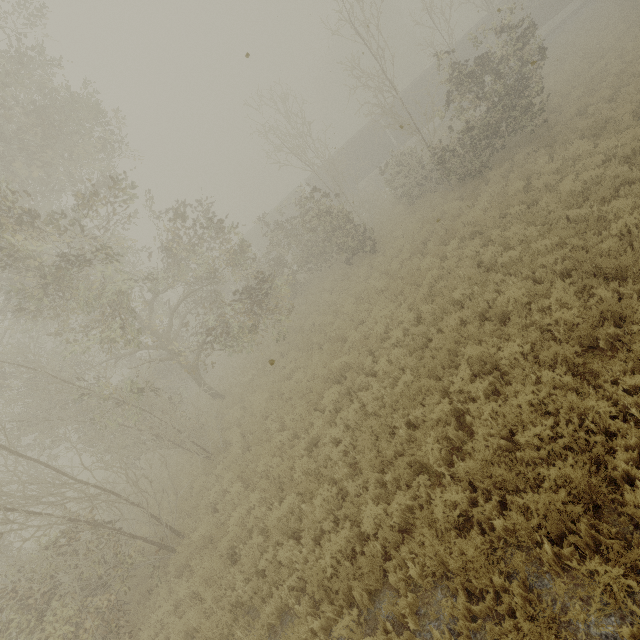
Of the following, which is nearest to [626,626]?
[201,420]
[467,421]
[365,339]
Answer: [467,421]

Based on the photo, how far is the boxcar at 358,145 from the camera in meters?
31.7 m

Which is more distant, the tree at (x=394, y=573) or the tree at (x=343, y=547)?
the tree at (x=343, y=547)

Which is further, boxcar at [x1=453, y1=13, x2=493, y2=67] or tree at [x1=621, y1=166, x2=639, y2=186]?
boxcar at [x1=453, y1=13, x2=493, y2=67]

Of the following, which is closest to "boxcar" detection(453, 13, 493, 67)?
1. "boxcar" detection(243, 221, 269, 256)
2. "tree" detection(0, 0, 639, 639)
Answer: "boxcar" detection(243, 221, 269, 256)

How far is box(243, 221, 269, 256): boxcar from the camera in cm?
3577

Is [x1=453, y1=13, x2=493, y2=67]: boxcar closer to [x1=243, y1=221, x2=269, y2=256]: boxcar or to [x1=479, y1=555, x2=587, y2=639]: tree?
[x1=243, y1=221, x2=269, y2=256]: boxcar

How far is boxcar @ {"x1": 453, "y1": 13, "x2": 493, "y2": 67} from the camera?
28.0 meters
